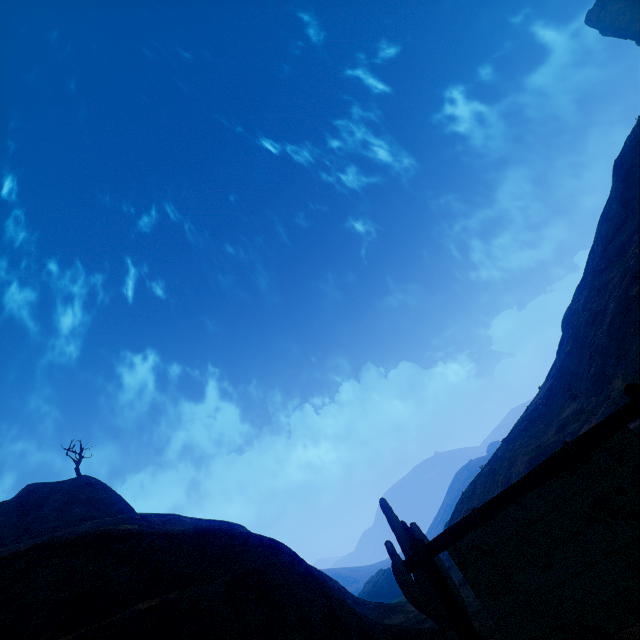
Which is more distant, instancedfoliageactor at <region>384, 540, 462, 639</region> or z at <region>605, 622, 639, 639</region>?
instancedfoliageactor at <region>384, 540, 462, 639</region>

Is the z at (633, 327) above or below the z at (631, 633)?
above

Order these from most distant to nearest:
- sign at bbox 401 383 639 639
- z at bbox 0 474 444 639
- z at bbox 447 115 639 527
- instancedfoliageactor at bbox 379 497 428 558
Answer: z at bbox 447 115 639 527
instancedfoliageactor at bbox 379 497 428 558
z at bbox 0 474 444 639
sign at bbox 401 383 639 639

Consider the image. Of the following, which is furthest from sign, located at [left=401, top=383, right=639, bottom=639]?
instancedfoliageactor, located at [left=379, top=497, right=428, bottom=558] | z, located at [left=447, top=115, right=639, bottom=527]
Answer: instancedfoliageactor, located at [left=379, top=497, right=428, bottom=558]

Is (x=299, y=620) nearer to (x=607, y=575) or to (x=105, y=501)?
(x=607, y=575)

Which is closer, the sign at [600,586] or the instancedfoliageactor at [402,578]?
the sign at [600,586]
